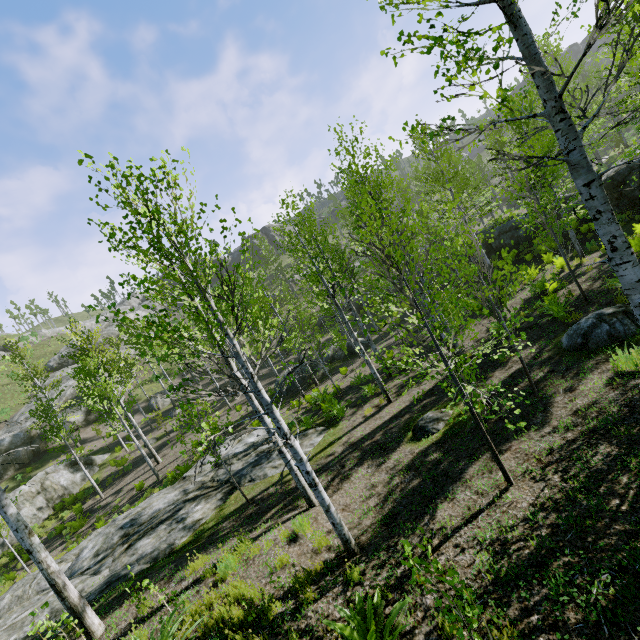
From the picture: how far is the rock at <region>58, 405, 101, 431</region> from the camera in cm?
3104

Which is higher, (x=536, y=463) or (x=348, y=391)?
(x=536, y=463)

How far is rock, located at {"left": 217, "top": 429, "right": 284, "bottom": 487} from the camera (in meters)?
11.01

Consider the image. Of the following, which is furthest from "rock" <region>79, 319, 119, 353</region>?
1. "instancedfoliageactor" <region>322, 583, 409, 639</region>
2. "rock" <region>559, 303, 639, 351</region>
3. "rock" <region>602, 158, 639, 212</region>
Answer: "rock" <region>559, 303, 639, 351</region>

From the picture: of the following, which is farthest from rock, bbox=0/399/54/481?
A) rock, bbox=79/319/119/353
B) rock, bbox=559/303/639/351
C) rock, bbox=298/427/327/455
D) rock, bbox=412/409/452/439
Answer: rock, bbox=559/303/639/351

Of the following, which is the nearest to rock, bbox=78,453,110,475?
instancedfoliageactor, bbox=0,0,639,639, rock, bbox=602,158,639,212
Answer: instancedfoliageactor, bbox=0,0,639,639

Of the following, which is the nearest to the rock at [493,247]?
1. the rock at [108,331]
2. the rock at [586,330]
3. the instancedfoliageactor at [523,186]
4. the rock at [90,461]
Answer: the instancedfoliageactor at [523,186]

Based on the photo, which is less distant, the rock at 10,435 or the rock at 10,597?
the rock at 10,597
